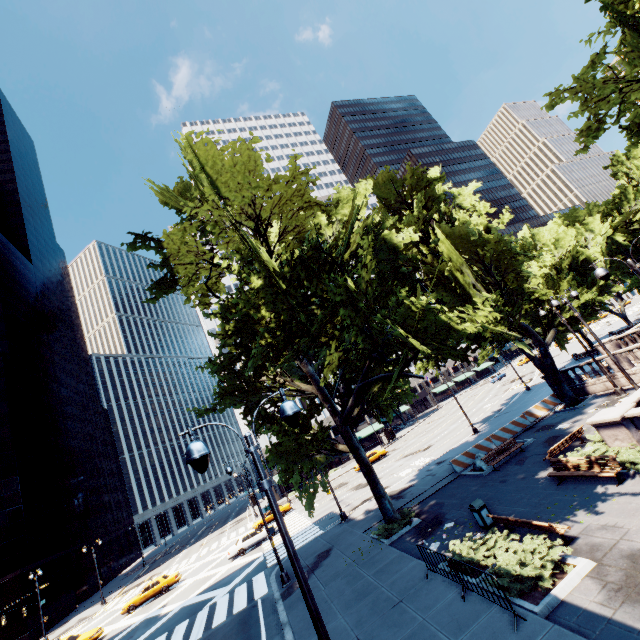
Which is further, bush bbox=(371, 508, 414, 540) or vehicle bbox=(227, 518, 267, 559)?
vehicle bbox=(227, 518, 267, 559)

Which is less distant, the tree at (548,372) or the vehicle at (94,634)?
the tree at (548,372)

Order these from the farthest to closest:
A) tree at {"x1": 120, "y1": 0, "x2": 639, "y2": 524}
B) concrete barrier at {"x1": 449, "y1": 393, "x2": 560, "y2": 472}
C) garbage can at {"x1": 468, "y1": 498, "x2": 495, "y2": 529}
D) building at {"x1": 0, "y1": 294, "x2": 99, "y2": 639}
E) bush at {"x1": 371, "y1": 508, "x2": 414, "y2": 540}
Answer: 1. building at {"x1": 0, "y1": 294, "x2": 99, "y2": 639}
2. concrete barrier at {"x1": 449, "y1": 393, "x2": 560, "y2": 472}
3. bush at {"x1": 371, "y1": 508, "x2": 414, "y2": 540}
4. garbage can at {"x1": 468, "y1": 498, "x2": 495, "y2": 529}
5. tree at {"x1": 120, "y1": 0, "x2": 639, "y2": 524}

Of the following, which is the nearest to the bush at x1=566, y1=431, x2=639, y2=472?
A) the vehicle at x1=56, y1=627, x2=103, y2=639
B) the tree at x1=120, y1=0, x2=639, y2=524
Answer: the tree at x1=120, y1=0, x2=639, y2=524

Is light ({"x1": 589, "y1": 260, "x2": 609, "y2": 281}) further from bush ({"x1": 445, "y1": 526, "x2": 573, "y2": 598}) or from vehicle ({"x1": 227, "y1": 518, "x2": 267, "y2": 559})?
vehicle ({"x1": 227, "y1": 518, "x2": 267, "y2": 559})

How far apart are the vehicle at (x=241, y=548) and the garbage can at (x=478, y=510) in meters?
24.1 m

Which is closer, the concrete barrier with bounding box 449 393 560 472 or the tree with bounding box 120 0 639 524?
the tree with bounding box 120 0 639 524

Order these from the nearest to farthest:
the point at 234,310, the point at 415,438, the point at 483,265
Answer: the point at 234,310 → the point at 483,265 → the point at 415,438
